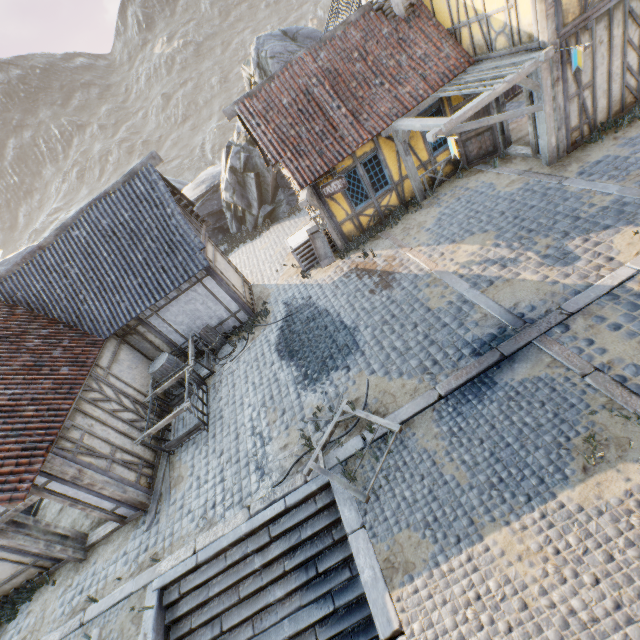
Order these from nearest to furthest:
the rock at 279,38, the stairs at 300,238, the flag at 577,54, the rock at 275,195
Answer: the flag at 577,54, the stairs at 300,238, the rock at 279,38, the rock at 275,195

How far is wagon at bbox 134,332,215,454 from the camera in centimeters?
894cm

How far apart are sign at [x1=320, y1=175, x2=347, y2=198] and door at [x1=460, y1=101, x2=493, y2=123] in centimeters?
410cm

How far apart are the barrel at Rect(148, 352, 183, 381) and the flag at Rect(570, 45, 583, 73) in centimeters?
1392cm

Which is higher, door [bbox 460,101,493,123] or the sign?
the sign

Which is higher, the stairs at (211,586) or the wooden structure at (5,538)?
the wooden structure at (5,538)

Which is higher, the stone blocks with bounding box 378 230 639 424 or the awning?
the awning

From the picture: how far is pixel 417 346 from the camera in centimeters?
745cm
